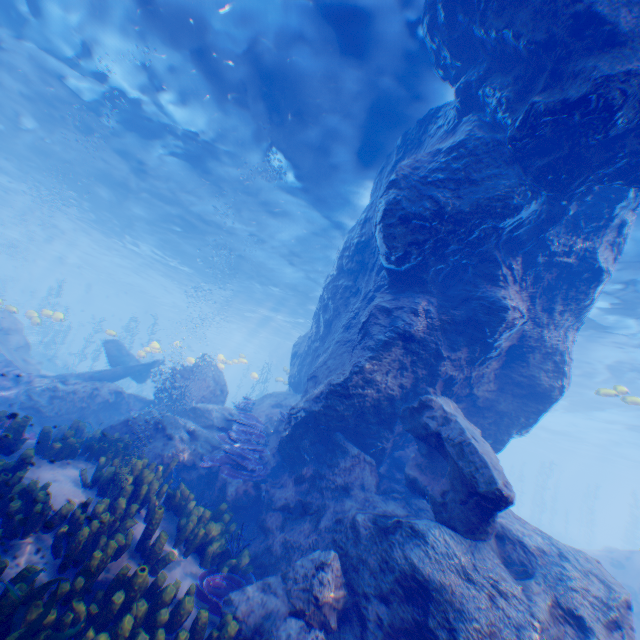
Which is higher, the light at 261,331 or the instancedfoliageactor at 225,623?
the light at 261,331

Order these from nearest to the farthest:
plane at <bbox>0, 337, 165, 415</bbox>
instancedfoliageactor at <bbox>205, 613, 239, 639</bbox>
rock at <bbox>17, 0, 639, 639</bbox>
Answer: instancedfoliageactor at <bbox>205, 613, 239, 639</bbox>
rock at <bbox>17, 0, 639, 639</bbox>
plane at <bbox>0, 337, 165, 415</bbox>

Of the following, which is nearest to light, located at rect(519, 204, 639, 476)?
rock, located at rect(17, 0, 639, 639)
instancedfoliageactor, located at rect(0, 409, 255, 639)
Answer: rock, located at rect(17, 0, 639, 639)

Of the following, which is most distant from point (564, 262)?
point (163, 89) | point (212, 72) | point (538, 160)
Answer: point (163, 89)

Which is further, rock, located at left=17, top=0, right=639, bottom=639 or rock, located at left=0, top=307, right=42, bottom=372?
rock, located at left=0, top=307, right=42, bottom=372

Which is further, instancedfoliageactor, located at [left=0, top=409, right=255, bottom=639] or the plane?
the plane

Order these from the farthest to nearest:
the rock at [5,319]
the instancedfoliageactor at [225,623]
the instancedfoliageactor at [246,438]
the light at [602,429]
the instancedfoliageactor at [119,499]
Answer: the rock at [5,319] → the light at [602,429] → the instancedfoliageactor at [246,438] → the instancedfoliageactor at [225,623] → the instancedfoliageactor at [119,499]

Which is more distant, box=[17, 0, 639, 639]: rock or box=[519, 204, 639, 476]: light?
box=[519, 204, 639, 476]: light
